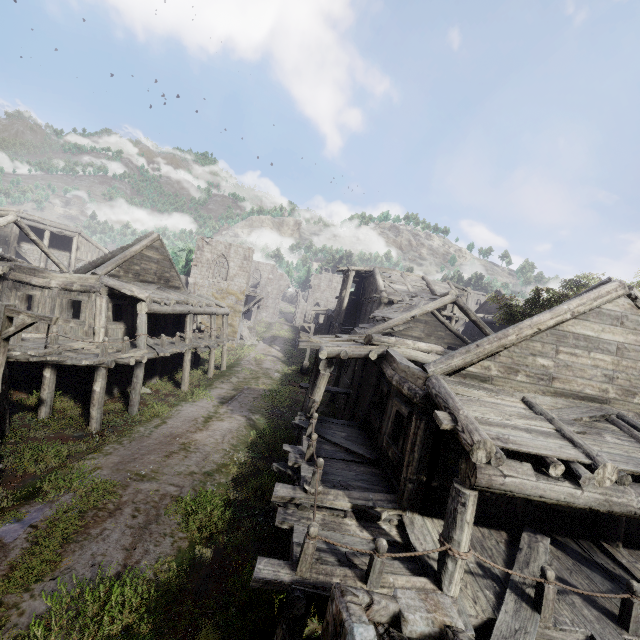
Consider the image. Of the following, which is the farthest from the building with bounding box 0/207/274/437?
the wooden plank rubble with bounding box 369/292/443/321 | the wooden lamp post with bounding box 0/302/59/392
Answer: the wooden lamp post with bounding box 0/302/59/392

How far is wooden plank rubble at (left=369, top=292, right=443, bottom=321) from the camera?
18.3 meters

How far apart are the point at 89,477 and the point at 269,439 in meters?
6.6 m

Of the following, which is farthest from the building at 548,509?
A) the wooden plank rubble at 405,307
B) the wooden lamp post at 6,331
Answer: the wooden lamp post at 6,331

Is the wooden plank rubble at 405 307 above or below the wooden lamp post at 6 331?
above

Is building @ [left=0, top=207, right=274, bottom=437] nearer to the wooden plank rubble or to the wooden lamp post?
the wooden plank rubble
